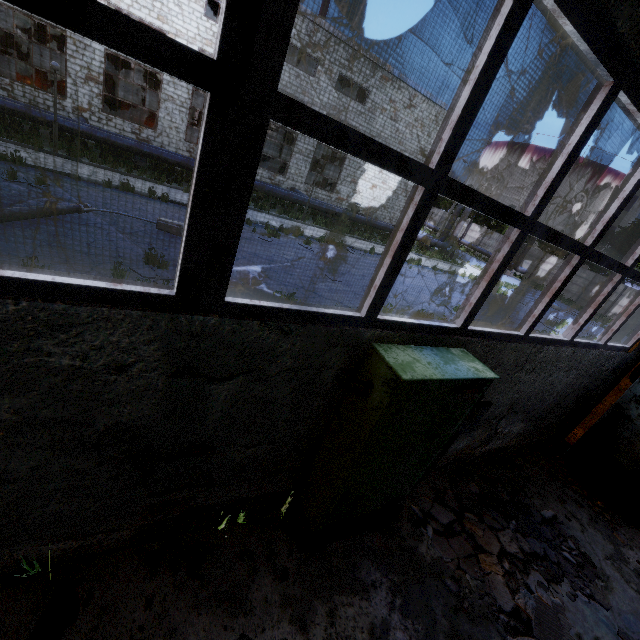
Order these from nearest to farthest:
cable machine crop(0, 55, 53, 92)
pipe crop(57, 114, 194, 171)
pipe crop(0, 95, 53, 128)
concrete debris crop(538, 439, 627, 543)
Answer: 1. concrete debris crop(538, 439, 627, 543)
2. pipe crop(0, 95, 53, 128)
3. pipe crop(57, 114, 194, 171)
4. cable machine crop(0, 55, 53, 92)

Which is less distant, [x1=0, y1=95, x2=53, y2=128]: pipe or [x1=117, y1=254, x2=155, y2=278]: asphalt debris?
[x1=117, y1=254, x2=155, y2=278]: asphalt debris

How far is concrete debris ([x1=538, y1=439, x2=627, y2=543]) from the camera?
5.7 meters

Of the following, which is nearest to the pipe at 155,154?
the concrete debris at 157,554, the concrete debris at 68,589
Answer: the concrete debris at 68,589

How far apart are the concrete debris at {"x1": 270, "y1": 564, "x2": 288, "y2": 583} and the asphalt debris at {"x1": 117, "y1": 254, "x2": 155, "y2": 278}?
6.1 meters

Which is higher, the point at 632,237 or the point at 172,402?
the point at 632,237

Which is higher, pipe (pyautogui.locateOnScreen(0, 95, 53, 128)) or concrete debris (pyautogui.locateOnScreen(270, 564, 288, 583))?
pipe (pyautogui.locateOnScreen(0, 95, 53, 128))

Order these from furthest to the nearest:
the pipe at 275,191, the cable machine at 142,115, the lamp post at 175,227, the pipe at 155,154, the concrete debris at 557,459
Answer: the cable machine at 142,115, the pipe at 275,191, the pipe at 155,154, the lamp post at 175,227, the concrete debris at 557,459
